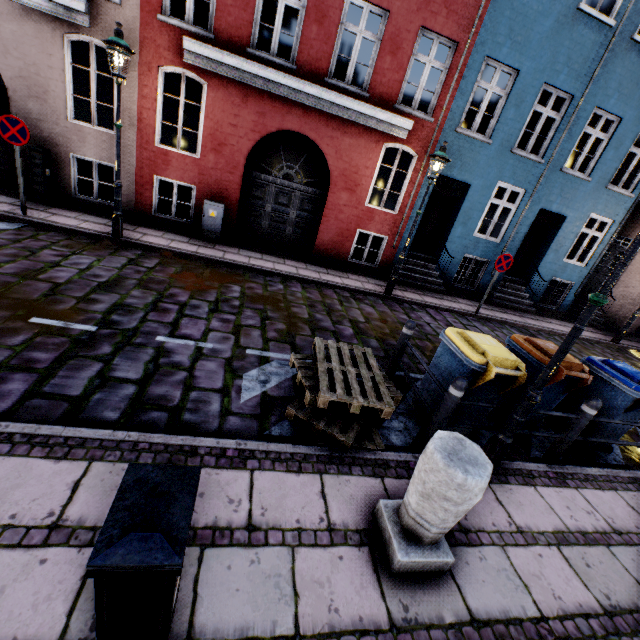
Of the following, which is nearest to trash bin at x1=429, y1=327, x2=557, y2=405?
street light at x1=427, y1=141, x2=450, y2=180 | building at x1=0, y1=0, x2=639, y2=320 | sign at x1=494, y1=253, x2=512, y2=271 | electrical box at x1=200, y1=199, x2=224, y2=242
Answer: street light at x1=427, y1=141, x2=450, y2=180

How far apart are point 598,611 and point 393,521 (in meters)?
1.90

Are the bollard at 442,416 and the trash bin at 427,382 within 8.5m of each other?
yes

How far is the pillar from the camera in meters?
2.2 m

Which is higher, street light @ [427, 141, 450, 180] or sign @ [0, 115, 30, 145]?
street light @ [427, 141, 450, 180]

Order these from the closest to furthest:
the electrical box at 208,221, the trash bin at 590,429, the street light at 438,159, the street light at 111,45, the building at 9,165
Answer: the trash bin at 590,429 < the street light at 111,45 < the street light at 438,159 < the building at 9,165 < the electrical box at 208,221

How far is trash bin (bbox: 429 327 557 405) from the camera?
3.73m
